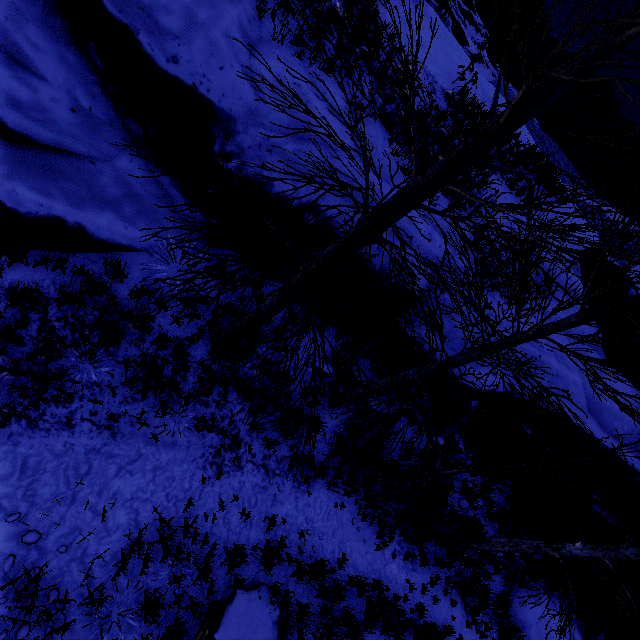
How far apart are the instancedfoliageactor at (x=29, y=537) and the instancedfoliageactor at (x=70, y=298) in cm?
342

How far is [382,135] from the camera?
8.0 meters

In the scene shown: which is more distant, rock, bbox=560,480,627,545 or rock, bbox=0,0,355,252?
rock, bbox=560,480,627,545

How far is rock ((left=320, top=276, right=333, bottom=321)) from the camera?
6.9m

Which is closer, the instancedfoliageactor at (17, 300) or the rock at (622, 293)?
the instancedfoliageactor at (17, 300)

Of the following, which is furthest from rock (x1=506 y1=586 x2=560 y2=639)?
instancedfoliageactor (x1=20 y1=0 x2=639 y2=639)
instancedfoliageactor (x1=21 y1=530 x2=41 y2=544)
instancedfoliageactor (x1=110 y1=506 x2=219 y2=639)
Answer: instancedfoliageactor (x1=110 y1=506 x2=219 y2=639)

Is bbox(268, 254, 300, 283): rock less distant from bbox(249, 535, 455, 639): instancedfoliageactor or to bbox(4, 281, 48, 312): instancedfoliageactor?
bbox(249, 535, 455, 639): instancedfoliageactor

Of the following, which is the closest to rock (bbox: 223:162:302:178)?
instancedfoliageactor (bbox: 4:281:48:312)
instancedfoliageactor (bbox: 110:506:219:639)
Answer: instancedfoliageactor (bbox: 4:281:48:312)
